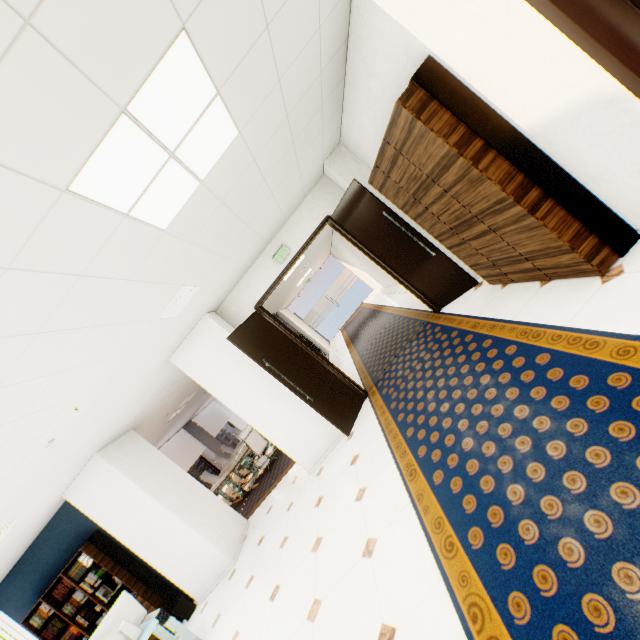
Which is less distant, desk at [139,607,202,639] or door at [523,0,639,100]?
door at [523,0,639,100]

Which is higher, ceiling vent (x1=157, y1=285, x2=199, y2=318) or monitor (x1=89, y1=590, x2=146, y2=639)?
ceiling vent (x1=157, y1=285, x2=199, y2=318)

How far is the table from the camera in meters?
8.2

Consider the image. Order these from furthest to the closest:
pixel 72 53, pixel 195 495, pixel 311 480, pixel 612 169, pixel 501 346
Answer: pixel 195 495, pixel 311 480, pixel 501 346, pixel 612 169, pixel 72 53

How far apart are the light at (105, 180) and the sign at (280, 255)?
2.9 meters

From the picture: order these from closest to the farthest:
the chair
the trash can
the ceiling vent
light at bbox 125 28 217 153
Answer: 1. light at bbox 125 28 217 153
2. the ceiling vent
3. the trash can
4. the chair

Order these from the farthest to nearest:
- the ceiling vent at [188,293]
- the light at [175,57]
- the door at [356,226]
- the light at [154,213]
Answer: the door at [356,226]
the ceiling vent at [188,293]
the light at [154,213]
the light at [175,57]

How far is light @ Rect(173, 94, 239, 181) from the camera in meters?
2.1
